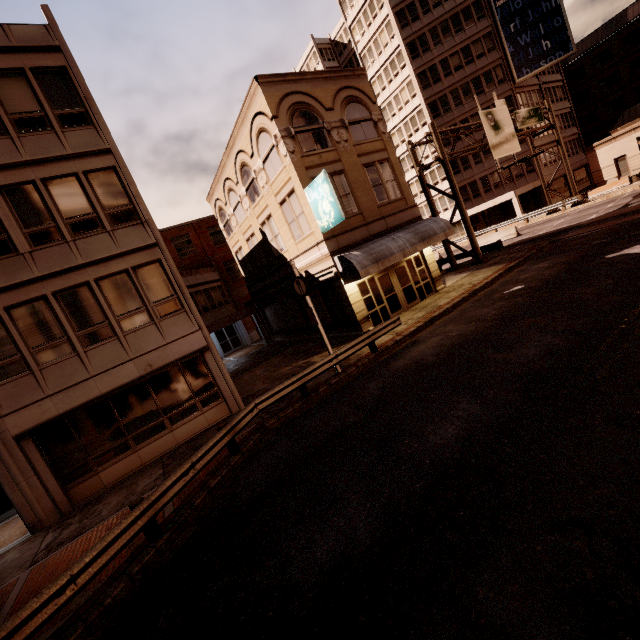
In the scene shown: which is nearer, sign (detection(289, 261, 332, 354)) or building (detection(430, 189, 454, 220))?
sign (detection(289, 261, 332, 354))

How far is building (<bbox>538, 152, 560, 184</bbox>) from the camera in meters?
40.8

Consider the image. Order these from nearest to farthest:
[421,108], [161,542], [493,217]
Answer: [161,542] < [421,108] < [493,217]

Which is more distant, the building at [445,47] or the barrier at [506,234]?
the barrier at [506,234]

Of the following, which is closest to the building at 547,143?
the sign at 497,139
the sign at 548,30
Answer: the sign at 548,30

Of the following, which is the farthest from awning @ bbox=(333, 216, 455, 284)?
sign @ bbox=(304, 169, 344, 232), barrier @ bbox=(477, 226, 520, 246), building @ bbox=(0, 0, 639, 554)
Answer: barrier @ bbox=(477, 226, 520, 246)

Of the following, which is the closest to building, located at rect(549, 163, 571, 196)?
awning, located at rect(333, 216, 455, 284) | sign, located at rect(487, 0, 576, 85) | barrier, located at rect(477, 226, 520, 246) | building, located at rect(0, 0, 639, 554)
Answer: sign, located at rect(487, 0, 576, 85)
